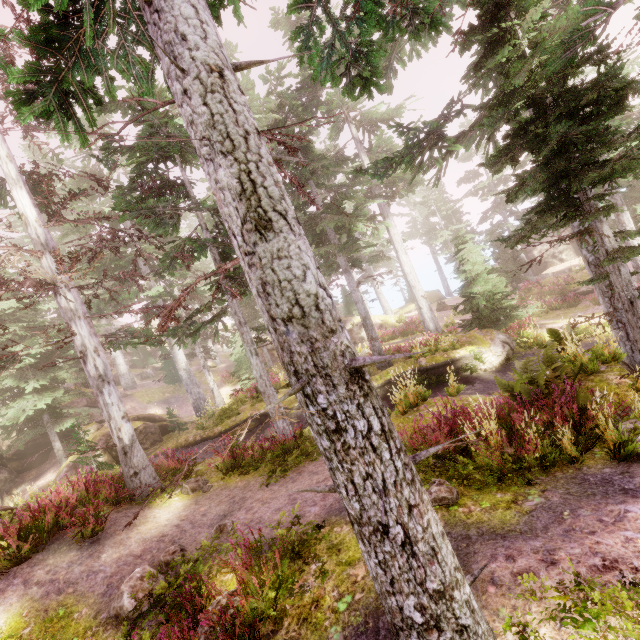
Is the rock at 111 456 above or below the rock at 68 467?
below

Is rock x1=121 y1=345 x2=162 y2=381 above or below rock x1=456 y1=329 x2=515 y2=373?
above

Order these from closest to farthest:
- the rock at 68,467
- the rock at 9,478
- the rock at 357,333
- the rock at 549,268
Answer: the rock at 68,467, the rock at 9,478, the rock at 549,268, the rock at 357,333

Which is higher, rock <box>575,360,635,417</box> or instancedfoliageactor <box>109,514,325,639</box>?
instancedfoliageactor <box>109,514,325,639</box>

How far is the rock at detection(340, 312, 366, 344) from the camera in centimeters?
3131cm

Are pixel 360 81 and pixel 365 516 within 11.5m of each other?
yes

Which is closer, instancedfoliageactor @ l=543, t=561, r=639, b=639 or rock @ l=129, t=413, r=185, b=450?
instancedfoliageactor @ l=543, t=561, r=639, b=639

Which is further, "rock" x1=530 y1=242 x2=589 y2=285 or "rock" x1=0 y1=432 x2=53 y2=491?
"rock" x1=530 y1=242 x2=589 y2=285
